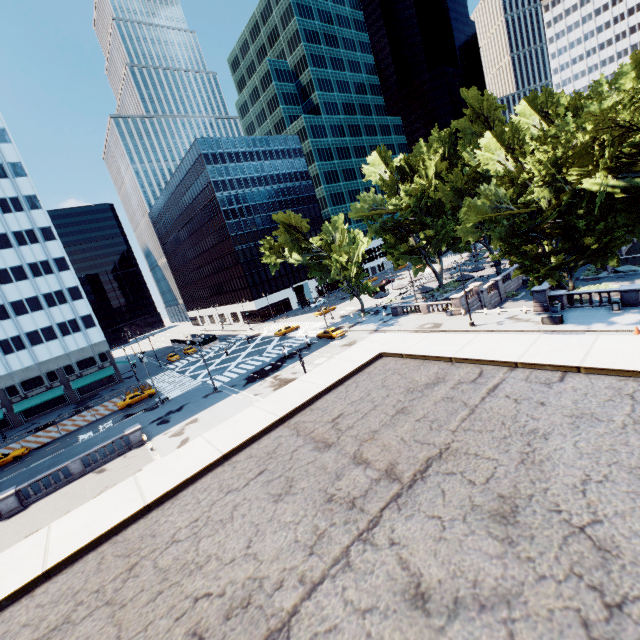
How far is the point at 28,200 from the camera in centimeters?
5512cm

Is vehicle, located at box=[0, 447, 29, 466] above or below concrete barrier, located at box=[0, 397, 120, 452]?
above

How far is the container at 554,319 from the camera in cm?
2870

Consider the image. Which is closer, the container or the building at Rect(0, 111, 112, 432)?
the container

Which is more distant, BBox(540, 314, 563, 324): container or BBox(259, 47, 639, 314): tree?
BBox(540, 314, 563, 324): container

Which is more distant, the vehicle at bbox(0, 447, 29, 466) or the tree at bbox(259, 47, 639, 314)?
the vehicle at bbox(0, 447, 29, 466)

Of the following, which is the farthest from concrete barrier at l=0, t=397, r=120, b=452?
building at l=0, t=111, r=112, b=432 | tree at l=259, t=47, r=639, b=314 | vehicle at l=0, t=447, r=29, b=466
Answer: tree at l=259, t=47, r=639, b=314

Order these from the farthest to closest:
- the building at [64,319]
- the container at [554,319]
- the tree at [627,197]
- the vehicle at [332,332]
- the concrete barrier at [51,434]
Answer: Result: the building at [64,319] → the vehicle at [332,332] → the concrete barrier at [51,434] → the container at [554,319] → the tree at [627,197]
